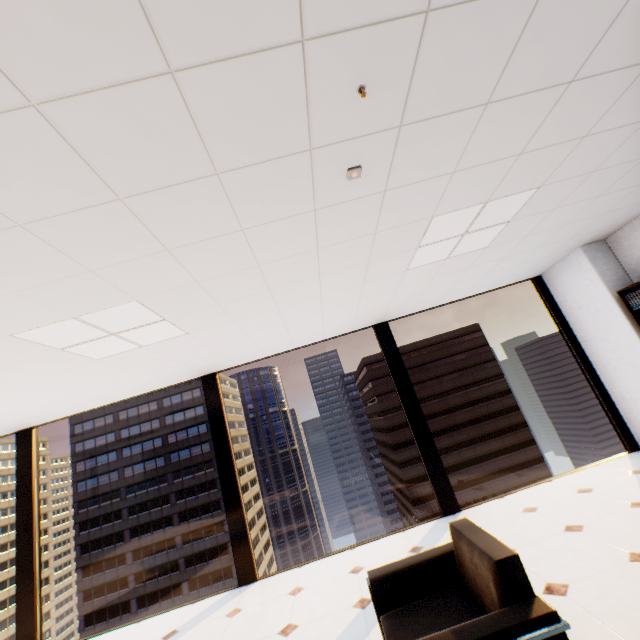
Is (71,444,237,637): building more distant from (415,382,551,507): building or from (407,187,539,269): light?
(407,187,539,269): light

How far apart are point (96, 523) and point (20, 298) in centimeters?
7522cm

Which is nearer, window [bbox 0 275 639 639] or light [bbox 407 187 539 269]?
light [bbox 407 187 539 269]

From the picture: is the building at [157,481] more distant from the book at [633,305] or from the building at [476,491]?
the book at [633,305]

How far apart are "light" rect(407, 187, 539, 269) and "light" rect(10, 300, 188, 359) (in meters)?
2.52

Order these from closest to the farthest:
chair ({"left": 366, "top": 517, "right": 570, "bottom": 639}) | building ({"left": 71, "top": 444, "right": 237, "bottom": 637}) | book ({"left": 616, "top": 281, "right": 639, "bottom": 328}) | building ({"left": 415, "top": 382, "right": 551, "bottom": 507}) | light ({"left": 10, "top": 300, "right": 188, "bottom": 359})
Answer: chair ({"left": 366, "top": 517, "right": 570, "bottom": 639}) < light ({"left": 10, "top": 300, "right": 188, "bottom": 359}) < book ({"left": 616, "top": 281, "right": 639, "bottom": 328}) < building ({"left": 71, "top": 444, "right": 237, "bottom": 637}) < building ({"left": 415, "top": 382, "right": 551, "bottom": 507})

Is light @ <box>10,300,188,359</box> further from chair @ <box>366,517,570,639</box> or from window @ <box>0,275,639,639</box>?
chair @ <box>366,517,570,639</box>
